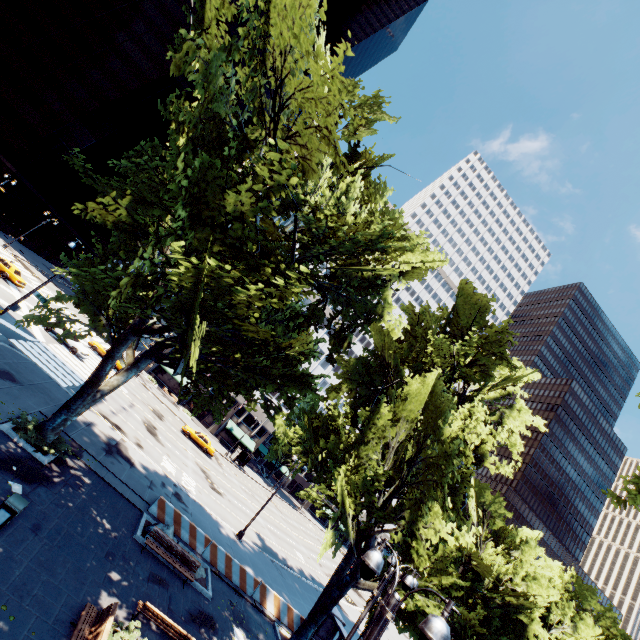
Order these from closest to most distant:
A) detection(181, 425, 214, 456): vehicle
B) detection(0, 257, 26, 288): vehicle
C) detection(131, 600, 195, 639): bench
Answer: detection(131, 600, 195, 639): bench < detection(0, 257, 26, 288): vehicle < detection(181, 425, 214, 456): vehicle

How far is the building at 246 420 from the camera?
57.14m

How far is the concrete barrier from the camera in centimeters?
1780cm

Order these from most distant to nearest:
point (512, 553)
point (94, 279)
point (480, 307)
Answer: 1. point (512, 553)
2. point (480, 307)
3. point (94, 279)

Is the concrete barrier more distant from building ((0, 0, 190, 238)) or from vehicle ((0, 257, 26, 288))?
building ((0, 0, 190, 238))

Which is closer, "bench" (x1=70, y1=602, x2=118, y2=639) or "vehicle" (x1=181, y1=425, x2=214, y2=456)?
"bench" (x1=70, y1=602, x2=118, y2=639)

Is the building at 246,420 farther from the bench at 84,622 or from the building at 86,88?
the bench at 84,622

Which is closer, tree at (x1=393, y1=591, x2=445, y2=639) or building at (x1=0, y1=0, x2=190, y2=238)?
tree at (x1=393, y1=591, x2=445, y2=639)
